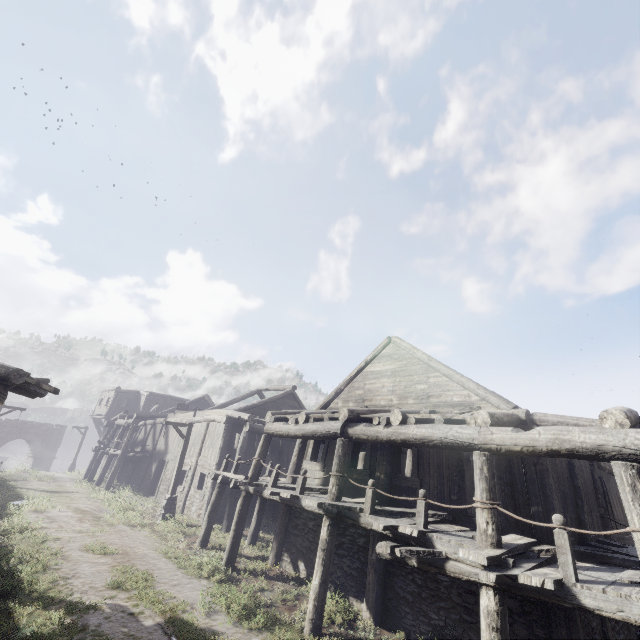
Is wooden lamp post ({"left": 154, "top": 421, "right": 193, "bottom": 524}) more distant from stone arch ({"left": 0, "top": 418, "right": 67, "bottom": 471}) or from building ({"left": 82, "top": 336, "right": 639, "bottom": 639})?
stone arch ({"left": 0, "top": 418, "right": 67, "bottom": 471})

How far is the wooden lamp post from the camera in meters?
15.8

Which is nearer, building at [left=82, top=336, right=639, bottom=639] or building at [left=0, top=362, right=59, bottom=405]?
building at [left=82, top=336, right=639, bottom=639]

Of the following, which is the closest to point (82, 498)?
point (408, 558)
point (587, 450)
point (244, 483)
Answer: point (244, 483)

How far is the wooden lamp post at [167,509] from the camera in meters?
15.8

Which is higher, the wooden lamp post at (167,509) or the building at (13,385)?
the building at (13,385)

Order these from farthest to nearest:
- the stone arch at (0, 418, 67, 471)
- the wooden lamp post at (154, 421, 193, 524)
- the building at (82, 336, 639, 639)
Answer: the stone arch at (0, 418, 67, 471) < the wooden lamp post at (154, 421, 193, 524) < the building at (82, 336, 639, 639)
